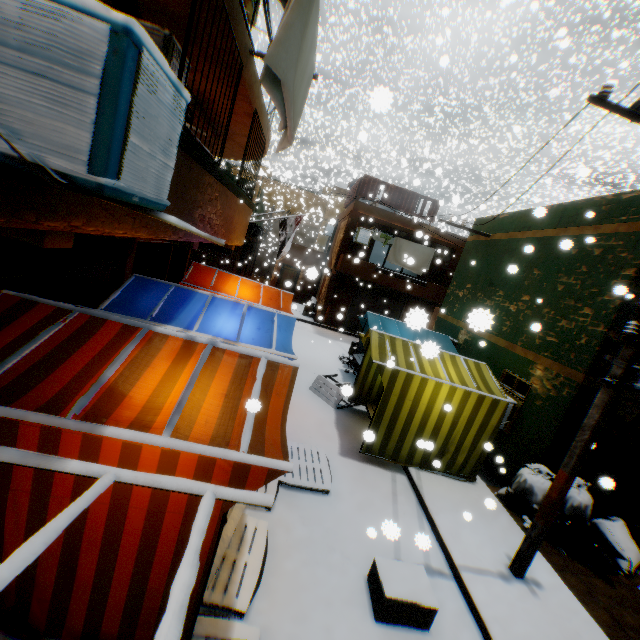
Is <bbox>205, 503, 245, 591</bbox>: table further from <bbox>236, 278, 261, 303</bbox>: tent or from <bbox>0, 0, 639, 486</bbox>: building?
<bbox>0, 0, 639, 486</bbox>: building

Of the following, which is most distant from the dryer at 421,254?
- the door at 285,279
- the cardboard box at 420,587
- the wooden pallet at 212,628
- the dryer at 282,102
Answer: the wooden pallet at 212,628

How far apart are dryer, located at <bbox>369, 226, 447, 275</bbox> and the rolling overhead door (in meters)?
0.60

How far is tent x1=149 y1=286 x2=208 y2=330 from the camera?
5.18m

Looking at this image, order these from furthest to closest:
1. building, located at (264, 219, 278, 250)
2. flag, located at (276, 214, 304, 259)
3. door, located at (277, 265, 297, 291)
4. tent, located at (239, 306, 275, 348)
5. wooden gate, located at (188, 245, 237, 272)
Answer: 1. building, located at (264, 219, 278, 250)
2. door, located at (277, 265, 297, 291)
3. wooden gate, located at (188, 245, 237, 272)
4. flag, located at (276, 214, 304, 259)
5. tent, located at (239, 306, 275, 348)

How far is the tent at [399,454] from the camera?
6.8 meters

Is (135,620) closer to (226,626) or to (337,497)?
(226,626)

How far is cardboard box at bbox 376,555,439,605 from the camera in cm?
396
